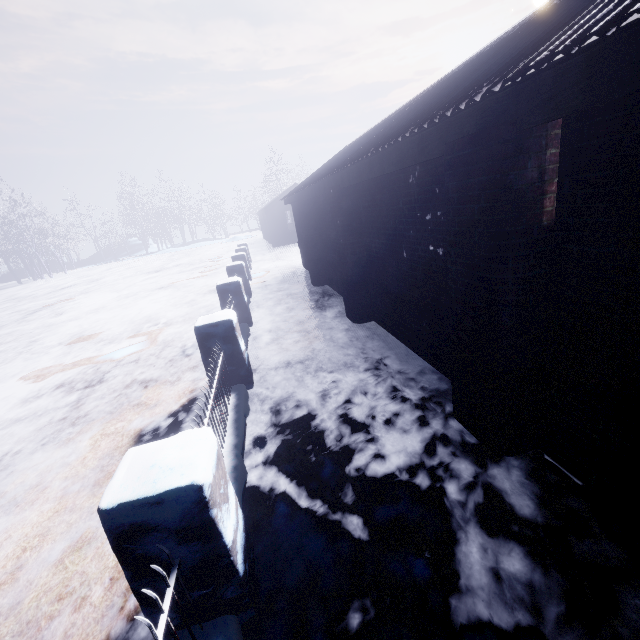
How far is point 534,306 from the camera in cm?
197
